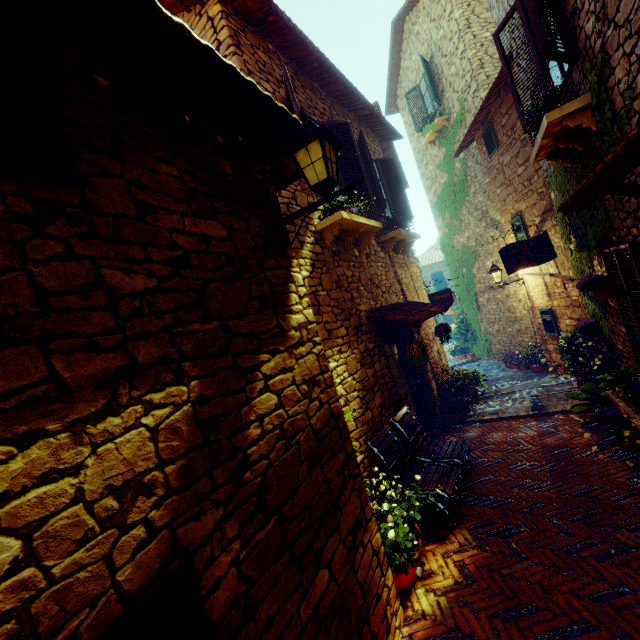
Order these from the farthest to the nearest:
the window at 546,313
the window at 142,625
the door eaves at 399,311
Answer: the window at 546,313
the door eaves at 399,311
the window at 142,625

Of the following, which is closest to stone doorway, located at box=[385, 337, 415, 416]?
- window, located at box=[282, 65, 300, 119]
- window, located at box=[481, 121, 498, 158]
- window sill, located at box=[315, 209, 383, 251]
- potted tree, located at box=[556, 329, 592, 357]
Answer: window sill, located at box=[315, 209, 383, 251]

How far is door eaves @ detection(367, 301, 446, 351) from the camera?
5.2 meters

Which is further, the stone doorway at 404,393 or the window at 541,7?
the stone doorway at 404,393

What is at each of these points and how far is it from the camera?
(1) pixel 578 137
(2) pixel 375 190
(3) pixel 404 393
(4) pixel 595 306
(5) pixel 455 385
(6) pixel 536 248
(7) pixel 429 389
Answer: (1) window sill, 4.00m
(2) window, 6.70m
(3) stone doorway, 5.57m
(4) vines, 5.62m
(5) flower pot, 7.15m
(6) sign post, 6.38m
(7) stone doorway, 6.81m

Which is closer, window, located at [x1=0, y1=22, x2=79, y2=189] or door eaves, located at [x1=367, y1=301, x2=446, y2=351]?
window, located at [x1=0, y1=22, x2=79, y2=189]

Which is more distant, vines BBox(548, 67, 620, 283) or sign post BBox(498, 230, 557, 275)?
sign post BBox(498, 230, 557, 275)

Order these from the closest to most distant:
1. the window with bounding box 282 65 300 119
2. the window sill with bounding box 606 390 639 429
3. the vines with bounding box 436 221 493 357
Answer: the window sill with bounding box 606 390 639 429, the window with bounding box 282 65 300 119, the vines with bounding box 436 221 493 357
